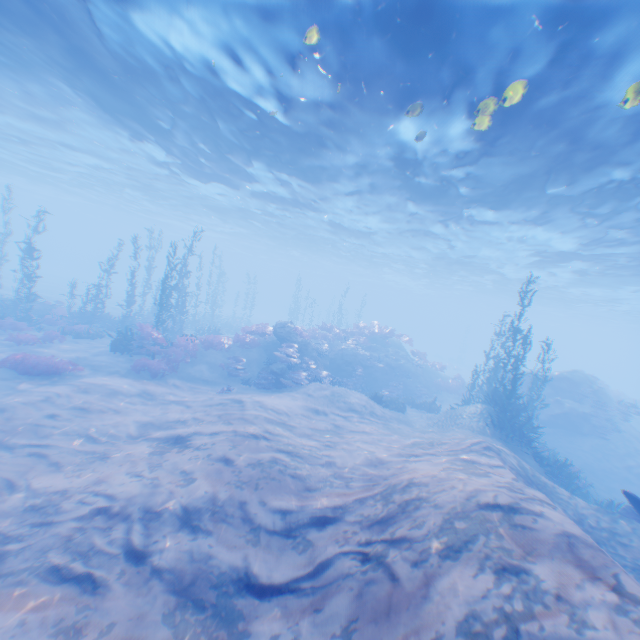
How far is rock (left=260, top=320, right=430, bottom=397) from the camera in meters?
20.0 m

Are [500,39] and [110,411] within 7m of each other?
no

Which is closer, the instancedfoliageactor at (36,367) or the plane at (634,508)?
the plane at (634,508)

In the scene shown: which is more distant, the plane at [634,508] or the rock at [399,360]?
the rock at [399,360]

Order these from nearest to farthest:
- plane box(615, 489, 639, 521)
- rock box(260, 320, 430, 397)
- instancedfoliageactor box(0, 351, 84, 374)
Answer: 1. plane box(615, 489, 639, 521)
2. instancedfoliageactor box(0, 351, 84, 374)
3. rock box(260, 320, 430, 397)

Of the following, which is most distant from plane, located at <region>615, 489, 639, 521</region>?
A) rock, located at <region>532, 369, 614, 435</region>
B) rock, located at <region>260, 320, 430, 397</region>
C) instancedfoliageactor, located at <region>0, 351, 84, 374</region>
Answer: instancedfoliageactor, located at <region>0, 351, 84, 374</region>

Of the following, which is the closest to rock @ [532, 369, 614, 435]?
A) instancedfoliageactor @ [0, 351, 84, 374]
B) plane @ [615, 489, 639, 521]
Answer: plane @ [615, 489, 639, 521]
